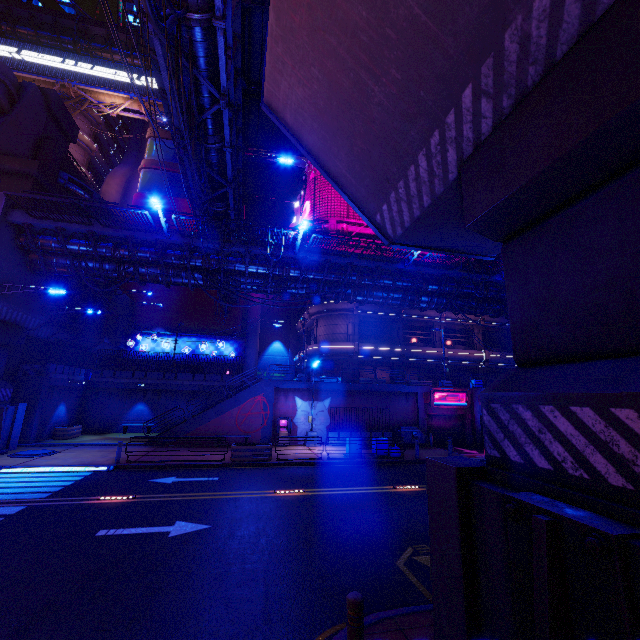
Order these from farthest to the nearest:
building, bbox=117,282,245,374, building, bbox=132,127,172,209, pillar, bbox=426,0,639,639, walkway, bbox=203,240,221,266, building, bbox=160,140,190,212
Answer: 1. building, bbox=160,140,190,212
2. building, bbox=132,127,172,209
3. building, bbox=117,282,245,374
4. walkway, bbox=203,240,221,266
5. pillar, bbox=426,0,639,639

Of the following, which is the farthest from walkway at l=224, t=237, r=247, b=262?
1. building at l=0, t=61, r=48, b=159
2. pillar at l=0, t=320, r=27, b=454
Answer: building at l=0, t=61, r=48, b=159

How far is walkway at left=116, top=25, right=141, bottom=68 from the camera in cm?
3949

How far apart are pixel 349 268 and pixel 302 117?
13.68m

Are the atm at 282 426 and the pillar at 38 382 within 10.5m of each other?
no

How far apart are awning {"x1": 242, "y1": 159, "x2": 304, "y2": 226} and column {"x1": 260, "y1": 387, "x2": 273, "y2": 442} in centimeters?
1452cm

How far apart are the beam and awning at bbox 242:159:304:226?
14.04m

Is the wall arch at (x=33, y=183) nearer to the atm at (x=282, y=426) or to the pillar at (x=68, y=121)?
the pillar at (x=68, y=121)
